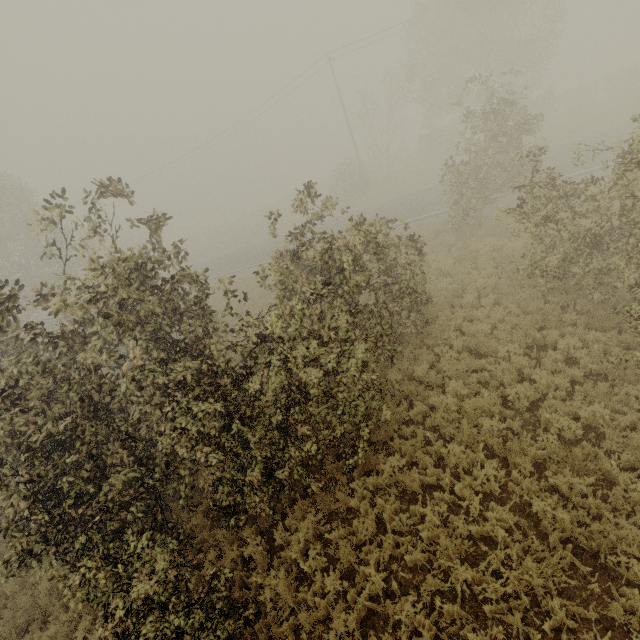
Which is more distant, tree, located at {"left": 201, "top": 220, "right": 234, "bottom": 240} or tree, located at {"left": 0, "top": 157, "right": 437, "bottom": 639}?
tree, located at {"left": 201, "top": 220, "right": 234, "bottom": 240}

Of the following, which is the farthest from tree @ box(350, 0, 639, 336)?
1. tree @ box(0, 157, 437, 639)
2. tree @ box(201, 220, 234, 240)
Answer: tree @ box(201, 220, 234, 240)

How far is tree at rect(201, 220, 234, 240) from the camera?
48.3m

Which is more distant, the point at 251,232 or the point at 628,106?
the point at 251,232

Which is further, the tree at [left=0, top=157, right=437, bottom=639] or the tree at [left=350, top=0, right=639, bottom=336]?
the tree at [left=350, top=0, right=639, bottom=336]

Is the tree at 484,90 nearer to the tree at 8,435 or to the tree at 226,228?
the tree at 8,435

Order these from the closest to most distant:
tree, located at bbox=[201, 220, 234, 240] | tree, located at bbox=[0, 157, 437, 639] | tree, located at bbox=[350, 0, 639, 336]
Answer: tree, located at bbox=[0, 157, 437, 639] → tree, located at bbox=[350, 0, 639, 336] → tree, located at bbox=[201, 220, 234, 240]
